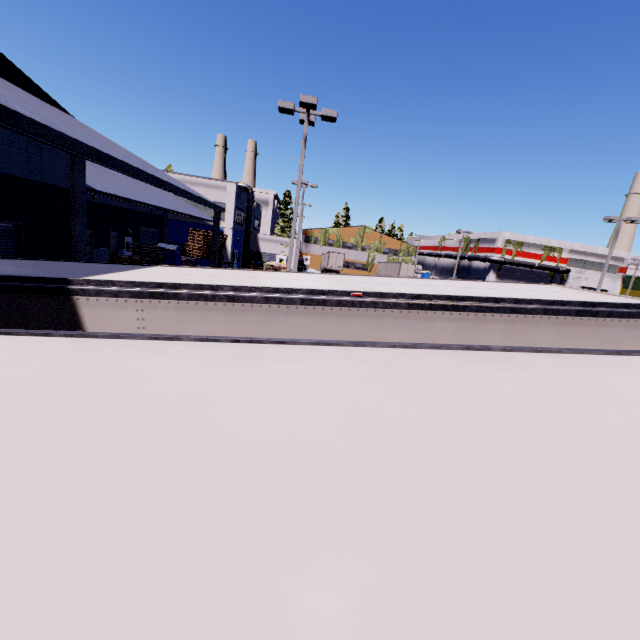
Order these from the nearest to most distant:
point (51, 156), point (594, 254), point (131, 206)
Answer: point (51, 156), point (131, 206), point (594, 254)

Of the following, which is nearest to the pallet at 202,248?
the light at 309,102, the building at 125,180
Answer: the building at 125,180

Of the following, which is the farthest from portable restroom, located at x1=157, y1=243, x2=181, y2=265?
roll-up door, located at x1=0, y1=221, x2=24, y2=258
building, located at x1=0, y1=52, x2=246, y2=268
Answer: roll-up door, located at x1=0, y1=221, x2=24, y2=258

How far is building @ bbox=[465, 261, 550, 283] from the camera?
52.06m

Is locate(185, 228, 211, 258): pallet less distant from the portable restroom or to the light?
the portable restroom

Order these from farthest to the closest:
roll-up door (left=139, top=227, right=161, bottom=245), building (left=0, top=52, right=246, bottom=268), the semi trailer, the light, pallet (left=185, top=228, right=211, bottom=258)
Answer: roll-up door (left=139, top=227, right=161, bottom=245)
pallet (left=185, top=228, right=211, bottom=258)
the light
building (left=0, top=52, right=246, bottom=268)
the semi trailer

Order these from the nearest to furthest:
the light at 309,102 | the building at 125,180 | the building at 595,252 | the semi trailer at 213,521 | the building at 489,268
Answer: the semi trailer at 213,521 < the building at 125,180 < the light at 309,102 < the building at 595,252 < the building at 489,268

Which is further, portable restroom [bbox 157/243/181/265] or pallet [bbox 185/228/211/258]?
portable restroom [bbox 157/243/181/265]
